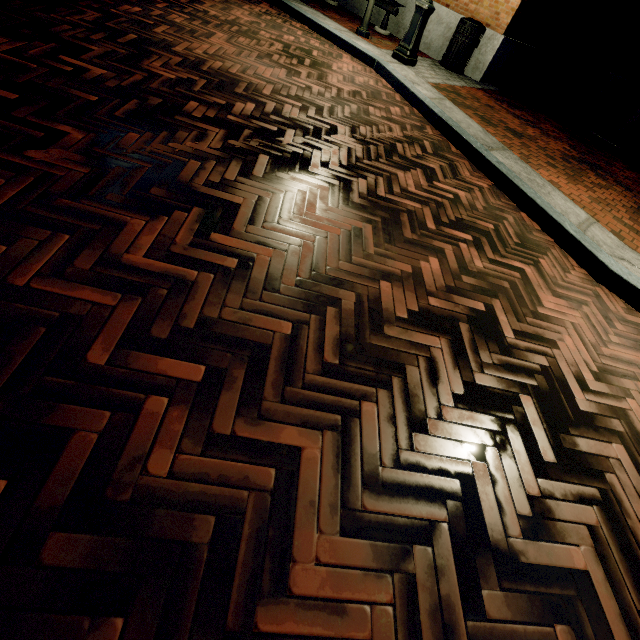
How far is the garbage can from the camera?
6.73m

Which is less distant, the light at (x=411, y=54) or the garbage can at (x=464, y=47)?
the light at (x=411, y=54)

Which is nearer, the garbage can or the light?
the light

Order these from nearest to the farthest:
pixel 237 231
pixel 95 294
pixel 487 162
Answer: pixel 95 294 < pixel 237 231 < pixel 487 162

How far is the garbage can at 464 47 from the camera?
6.7 meters
